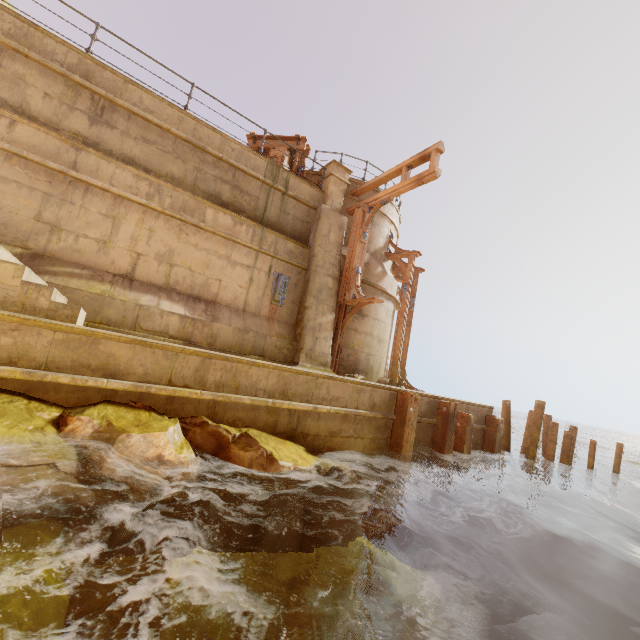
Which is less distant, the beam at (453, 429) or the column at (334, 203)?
the beam at (453, 429)

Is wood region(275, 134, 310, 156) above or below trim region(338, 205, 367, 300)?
above

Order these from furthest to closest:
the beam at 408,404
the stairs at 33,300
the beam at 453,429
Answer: the beam at 453,429 < the beam at 408,404 < the stairs at 33,300

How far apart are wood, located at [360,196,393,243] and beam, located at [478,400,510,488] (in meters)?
6.79

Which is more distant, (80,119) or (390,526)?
(80,119)

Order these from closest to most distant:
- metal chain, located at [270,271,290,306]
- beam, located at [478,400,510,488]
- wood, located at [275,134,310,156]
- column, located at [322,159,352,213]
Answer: metal chain, located at [270,271,290,306]
beam, located at [478,400,510,488]
column, located at [322,159,352,213]
wood, located at [275,134,310,156]

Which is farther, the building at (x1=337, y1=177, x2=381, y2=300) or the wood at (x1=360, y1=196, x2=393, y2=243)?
the building at (x1=337, y1=177, x2=381, y2=300)

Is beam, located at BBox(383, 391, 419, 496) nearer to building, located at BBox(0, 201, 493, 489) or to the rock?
building, located at BBox(0, 201, 493, 489)
